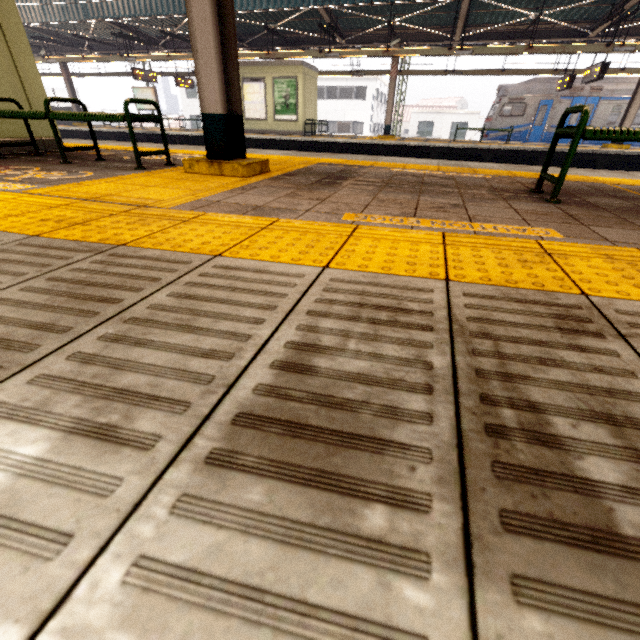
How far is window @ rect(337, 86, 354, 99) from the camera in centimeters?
3222cm

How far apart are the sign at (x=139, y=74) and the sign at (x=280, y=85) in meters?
6.7 m

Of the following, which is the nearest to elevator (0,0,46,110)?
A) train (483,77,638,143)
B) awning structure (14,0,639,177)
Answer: awning structure (14,0,639,177)

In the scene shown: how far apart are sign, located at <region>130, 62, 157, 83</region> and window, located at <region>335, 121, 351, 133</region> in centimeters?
2142cm

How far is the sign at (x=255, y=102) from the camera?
15.6 meters

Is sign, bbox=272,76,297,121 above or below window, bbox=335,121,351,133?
above

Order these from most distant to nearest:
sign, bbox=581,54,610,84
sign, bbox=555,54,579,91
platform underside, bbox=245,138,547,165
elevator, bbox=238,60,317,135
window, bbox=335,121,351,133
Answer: window, bbox=335,121,351,133
elevator, bbox=238,60,317,135
sign, bbox=555,54,579,91
platform underside, bbox=245,138,547,165
sign, bbox=581,54,610,84

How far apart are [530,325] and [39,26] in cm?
2503
